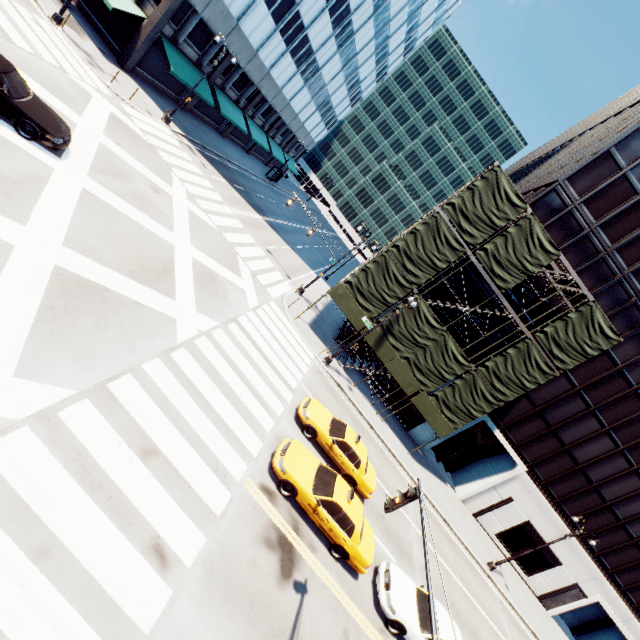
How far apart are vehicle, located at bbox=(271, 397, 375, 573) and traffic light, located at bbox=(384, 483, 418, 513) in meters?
4.3

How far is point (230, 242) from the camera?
21.6 meters

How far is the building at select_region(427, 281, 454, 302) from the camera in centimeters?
2469cm

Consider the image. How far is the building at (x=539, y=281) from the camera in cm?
2334

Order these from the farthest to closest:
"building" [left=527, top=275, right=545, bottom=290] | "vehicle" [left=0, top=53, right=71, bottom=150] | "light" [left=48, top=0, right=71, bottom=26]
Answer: "building" [left=527, top=275, right=545, bottom=290] → "light" [left=48, top=0, right=71, bottom=26] → "vehicle" [left=0, top=53, right=71, bottom=150]

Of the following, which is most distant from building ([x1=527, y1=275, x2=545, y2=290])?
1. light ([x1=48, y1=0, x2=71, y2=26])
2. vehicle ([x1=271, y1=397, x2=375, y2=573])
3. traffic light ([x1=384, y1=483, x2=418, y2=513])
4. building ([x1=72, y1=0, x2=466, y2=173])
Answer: light ([x1=48, y1=0, x2=71, y2=26])

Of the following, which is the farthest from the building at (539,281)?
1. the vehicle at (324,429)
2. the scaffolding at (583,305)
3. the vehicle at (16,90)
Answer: the vehicle at (16,90)

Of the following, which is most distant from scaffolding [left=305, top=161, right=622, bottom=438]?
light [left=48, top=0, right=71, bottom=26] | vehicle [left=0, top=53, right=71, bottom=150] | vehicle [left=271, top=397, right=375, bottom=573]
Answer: light [left=48, top=0, right=71, bottom=26]
